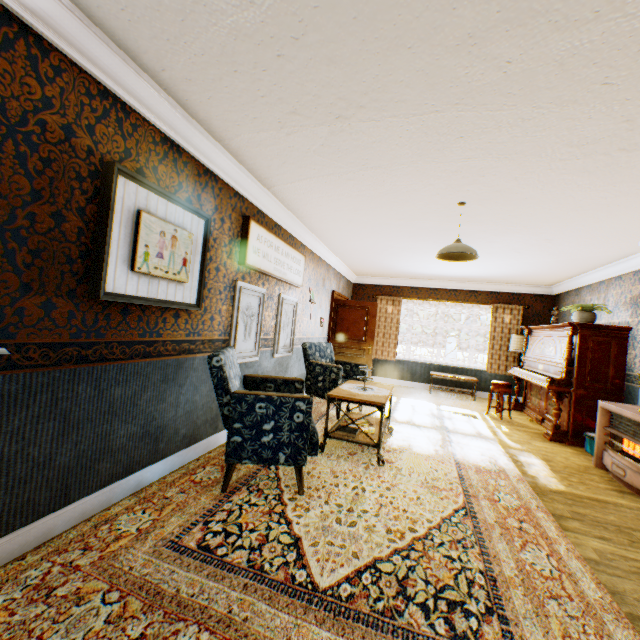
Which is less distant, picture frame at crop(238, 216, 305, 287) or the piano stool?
picture frame at crop(238, 216, 305, 287)

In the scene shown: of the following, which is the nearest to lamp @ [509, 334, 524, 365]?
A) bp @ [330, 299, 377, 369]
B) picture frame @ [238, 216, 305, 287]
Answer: bp @ [330, 299, 377, 369]

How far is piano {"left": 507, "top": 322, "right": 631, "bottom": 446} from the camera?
5.20m

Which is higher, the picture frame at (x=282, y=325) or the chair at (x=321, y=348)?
the picture frame at (x=282, y=325)

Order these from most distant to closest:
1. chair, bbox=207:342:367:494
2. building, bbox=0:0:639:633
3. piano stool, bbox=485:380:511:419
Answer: piano stool, bbox=485:380:511:419 → chair, bbox=207:342:367:494 → building, bbox=0:0:639:633

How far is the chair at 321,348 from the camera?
2.7m

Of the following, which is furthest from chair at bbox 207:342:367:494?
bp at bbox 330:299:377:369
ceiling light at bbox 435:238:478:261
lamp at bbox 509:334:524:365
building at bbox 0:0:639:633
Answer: lamp at bbox 509:334:524:365

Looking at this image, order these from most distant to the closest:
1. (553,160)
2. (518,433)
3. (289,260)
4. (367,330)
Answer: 1. (367,330)
2. (518,433)
3. (289,260)
4. (553,160)
